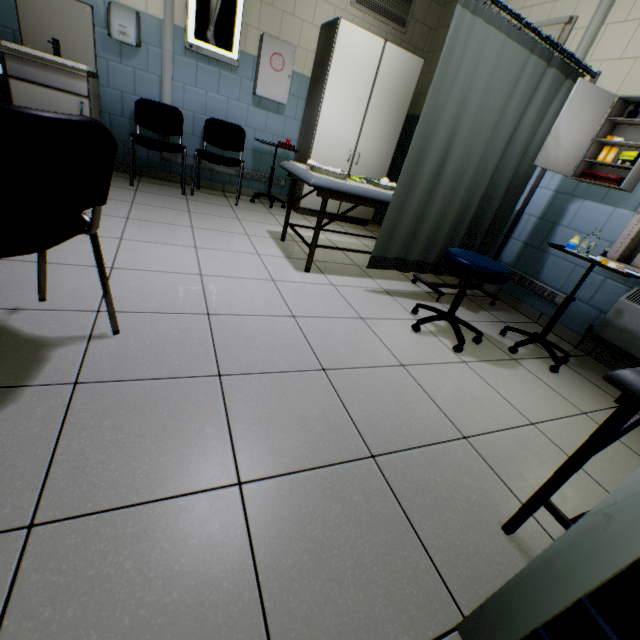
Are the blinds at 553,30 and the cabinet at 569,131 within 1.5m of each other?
yes

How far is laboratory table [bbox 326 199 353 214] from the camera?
4.53m

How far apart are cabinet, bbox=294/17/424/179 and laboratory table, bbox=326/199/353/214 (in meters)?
0.02

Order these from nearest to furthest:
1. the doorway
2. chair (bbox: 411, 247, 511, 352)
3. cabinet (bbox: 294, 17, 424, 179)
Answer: the doorway < chair (bbox: 411, 247, 511, 352) < cabinet (bbox: 294, 17, 424, 179)

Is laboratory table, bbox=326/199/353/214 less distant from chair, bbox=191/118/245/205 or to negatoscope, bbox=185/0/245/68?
chair, bbox=191/118/245/205

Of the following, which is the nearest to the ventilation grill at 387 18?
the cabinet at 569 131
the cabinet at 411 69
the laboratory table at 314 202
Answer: the cabinet at 411 69

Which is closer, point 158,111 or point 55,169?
point 55,169

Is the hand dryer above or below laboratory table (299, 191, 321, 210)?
above
